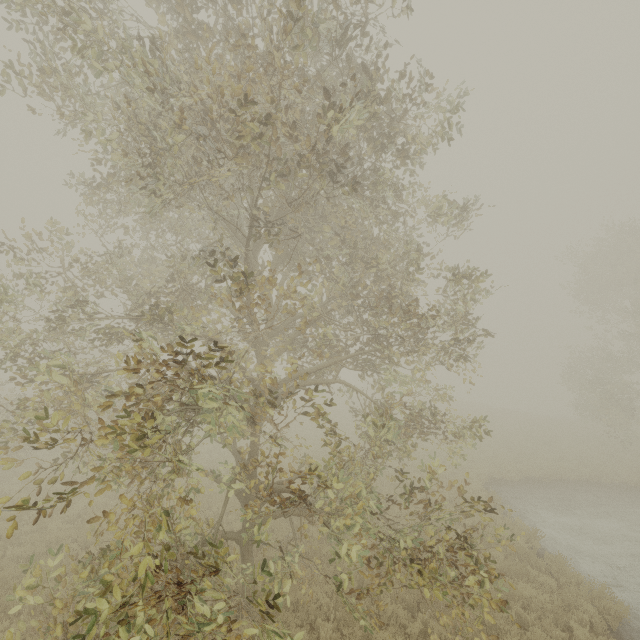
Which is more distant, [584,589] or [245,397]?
[584,589]
